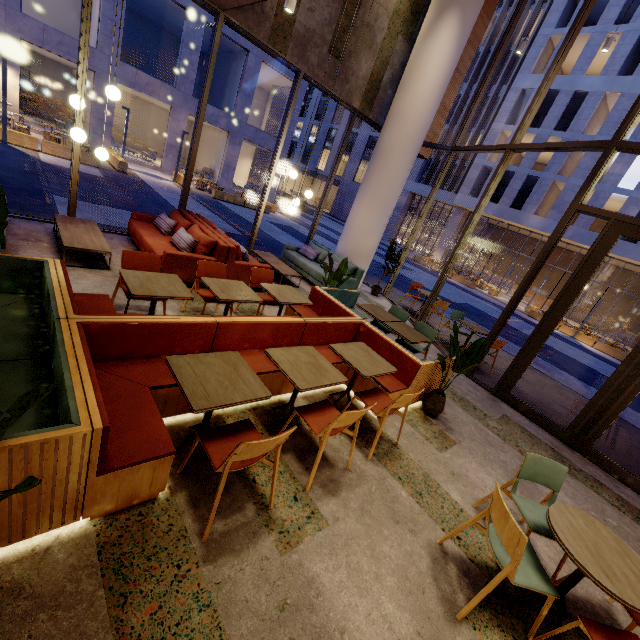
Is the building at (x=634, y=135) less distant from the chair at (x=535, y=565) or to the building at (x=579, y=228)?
the building at (x=579, y=228)

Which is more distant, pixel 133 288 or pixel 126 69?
pixel 126 69

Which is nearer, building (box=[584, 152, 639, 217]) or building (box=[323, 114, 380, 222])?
building (box=[584, 152, 639, 217])

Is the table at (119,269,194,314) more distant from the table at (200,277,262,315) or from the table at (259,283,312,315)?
the table at (259,283,312,315)

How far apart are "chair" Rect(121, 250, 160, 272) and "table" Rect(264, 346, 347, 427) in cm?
174

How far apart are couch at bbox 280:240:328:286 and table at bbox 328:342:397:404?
3.98m

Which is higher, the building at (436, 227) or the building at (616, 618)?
the building at (436, 227)

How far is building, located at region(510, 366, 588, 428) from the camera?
6.6 meters
